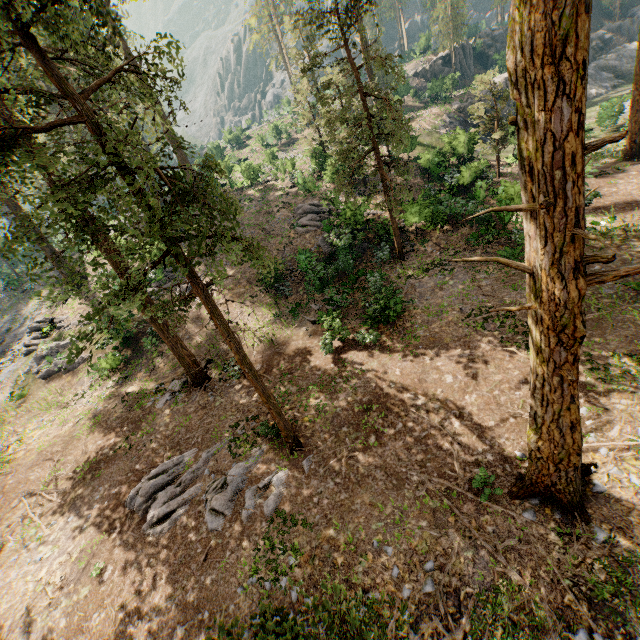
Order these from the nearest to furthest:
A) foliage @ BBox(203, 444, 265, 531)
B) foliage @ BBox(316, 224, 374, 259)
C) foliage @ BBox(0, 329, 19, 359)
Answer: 1. foliage @ BBox(203, 444, 265, 531)
2. foliage @ BBox(316, 224, 374, 259)
3. foliage @ BBox(0, 329, 19, 359)

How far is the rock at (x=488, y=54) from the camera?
42.8 meters

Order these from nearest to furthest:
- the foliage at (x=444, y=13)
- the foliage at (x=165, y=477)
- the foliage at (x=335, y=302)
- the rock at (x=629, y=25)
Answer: the foliage at (x=165, y=477), the foliage at (x=335, y=302), the rock at (x=629, y=25), the foliage at (x=444, y=13)

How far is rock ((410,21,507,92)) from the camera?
42.8 meters

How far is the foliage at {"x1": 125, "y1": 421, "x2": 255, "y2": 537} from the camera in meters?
10.7 m

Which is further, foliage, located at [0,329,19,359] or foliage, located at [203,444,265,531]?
foliage, located at [0,329,19,359]

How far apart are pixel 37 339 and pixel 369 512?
28.3m
